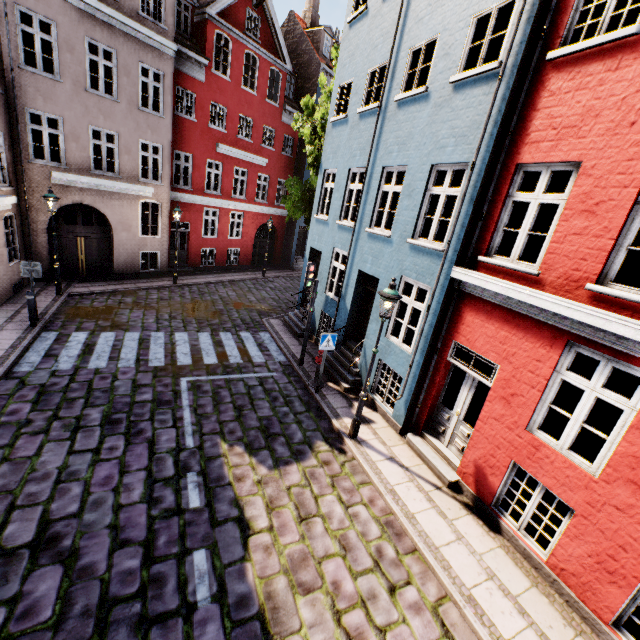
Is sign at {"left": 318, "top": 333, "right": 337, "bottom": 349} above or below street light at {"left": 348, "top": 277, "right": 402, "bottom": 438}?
below

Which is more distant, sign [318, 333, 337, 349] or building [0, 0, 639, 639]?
sign [318, 333, 337, 349]

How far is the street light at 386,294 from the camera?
6.6 meters

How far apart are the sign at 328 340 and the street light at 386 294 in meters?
1.8

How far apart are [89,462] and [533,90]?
10.5 meters

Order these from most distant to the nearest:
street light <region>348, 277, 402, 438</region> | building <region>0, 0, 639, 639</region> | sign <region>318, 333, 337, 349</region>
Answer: sign <region>318, 333, 337, 349</region> < street light <region>348, 277, 402, 438</region> < building <region>0, 0, 639, 639</region>

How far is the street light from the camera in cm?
656

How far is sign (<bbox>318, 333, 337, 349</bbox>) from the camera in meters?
8.7 m
